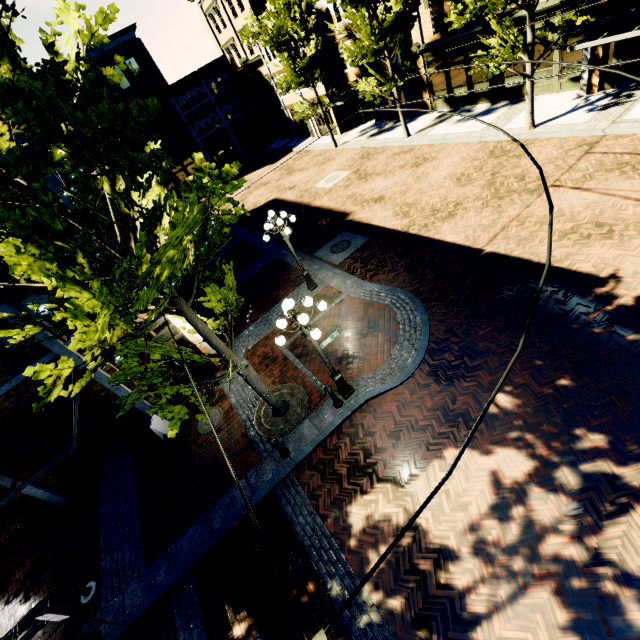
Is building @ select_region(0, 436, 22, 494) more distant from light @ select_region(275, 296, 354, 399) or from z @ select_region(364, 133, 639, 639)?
light @ select_region(275, 296, 354, 399)

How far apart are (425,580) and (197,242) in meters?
7.4 m

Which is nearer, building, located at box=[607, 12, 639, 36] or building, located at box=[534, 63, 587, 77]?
building, located at box=[607, 12, 639, 36]

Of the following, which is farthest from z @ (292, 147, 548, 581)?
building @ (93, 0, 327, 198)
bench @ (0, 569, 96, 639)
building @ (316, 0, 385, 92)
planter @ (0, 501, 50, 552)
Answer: building @ (93, 0, 327, 198)

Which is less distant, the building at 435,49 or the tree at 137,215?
the tree at 137,215

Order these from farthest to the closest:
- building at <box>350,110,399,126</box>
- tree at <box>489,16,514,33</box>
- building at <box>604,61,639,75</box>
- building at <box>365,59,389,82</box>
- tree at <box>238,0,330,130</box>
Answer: building at <box>350,110,399,126</box> → building at <box>365,59,389,82</box> → tree at <box>238,0,330,130</box> → building at <box>604,61,639,75</box> → tree at <box>489,16,514,33</box>

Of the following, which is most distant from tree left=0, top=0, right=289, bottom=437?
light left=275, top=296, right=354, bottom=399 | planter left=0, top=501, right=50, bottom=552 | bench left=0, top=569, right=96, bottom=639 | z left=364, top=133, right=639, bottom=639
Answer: planter left=0, top=501, right=50, bottom=552

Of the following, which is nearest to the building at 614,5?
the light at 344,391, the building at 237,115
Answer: the building at 237,115
